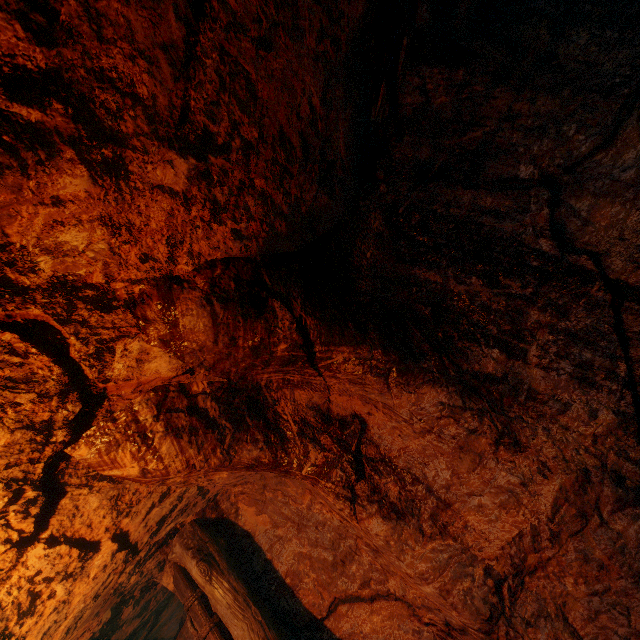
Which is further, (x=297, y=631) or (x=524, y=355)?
(x=297, y=631)
